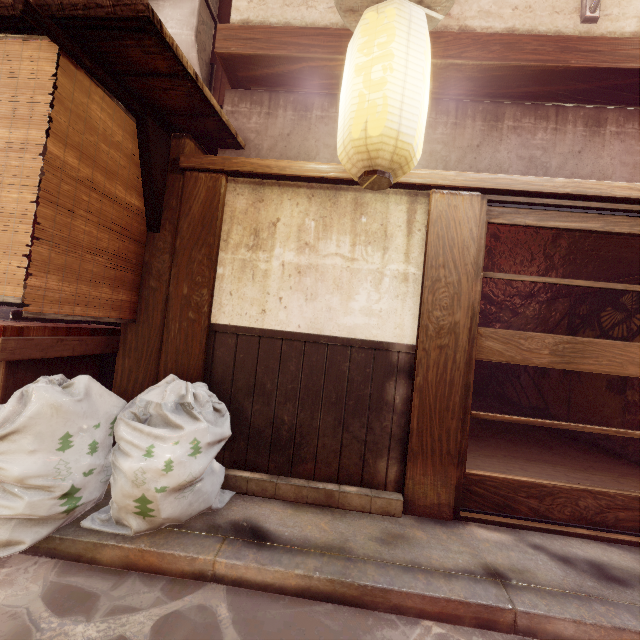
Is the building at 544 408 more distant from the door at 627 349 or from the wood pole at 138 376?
the wood pole at 138 376

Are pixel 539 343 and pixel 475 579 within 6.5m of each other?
yes

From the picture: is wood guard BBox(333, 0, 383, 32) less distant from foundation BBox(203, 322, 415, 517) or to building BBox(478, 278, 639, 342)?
building BBox(478, 278, 639, 342)

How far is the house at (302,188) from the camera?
5.3 meters

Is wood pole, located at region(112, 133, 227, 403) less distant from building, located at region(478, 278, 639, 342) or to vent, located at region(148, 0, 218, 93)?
vent, located at region(148, 0, 218, 93)

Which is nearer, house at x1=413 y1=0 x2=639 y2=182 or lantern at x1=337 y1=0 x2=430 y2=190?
lantern at x1=337 y1=0 x2=430 y2=190

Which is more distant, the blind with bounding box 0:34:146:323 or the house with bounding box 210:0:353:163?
the house with bounding box 210:0:353:163

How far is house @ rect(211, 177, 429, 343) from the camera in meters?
5.3
